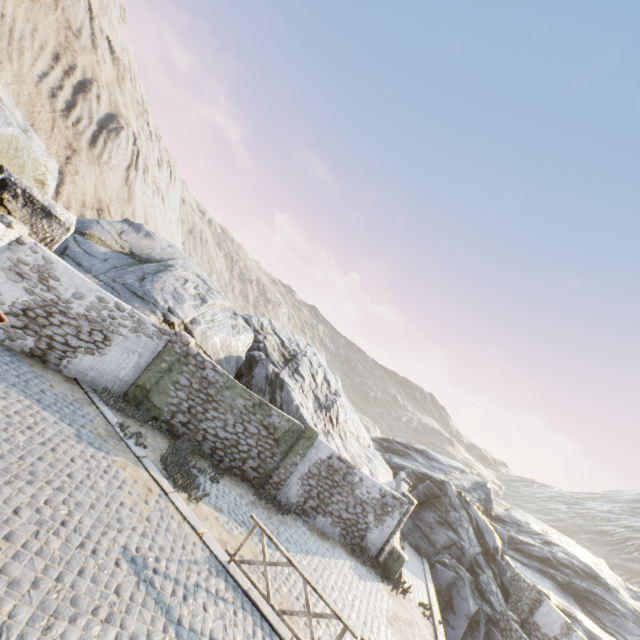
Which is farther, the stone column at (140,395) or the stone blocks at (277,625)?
the stone column at (140,395)

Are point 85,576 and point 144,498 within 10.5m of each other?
yes

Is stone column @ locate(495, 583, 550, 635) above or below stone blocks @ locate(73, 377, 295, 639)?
above

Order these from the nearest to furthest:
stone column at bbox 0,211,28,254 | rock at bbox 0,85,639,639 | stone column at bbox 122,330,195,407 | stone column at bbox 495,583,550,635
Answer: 1. stone column at bbox 0,211,28,254
2. stone column at bbox 122,330,195,407
3. rock at bbox 0,85,639,639
4. stone column at bbox 495,583,550,635

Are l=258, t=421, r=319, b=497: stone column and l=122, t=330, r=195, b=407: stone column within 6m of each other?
yes

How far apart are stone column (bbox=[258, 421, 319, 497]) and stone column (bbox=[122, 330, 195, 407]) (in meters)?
5.45

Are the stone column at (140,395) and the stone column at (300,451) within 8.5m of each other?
yes

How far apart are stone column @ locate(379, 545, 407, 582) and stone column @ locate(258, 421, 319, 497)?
5.1 meters
